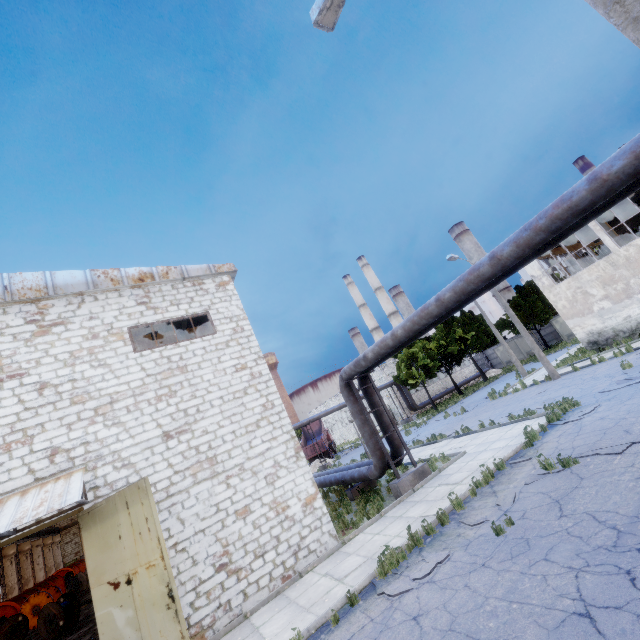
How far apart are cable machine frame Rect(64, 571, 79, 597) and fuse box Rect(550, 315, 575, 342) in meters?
51.5

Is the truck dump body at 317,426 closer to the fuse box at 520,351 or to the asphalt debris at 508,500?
the fuse box at 520,351

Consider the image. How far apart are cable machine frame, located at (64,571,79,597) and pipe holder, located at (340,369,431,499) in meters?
21.7 m

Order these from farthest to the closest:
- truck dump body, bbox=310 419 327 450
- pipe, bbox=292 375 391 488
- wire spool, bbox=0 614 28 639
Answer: truck dump body, bbox=310 419 327 450 < wire spool, bbox=0 614 28 639 < pipe, bbox=292 375 391 488

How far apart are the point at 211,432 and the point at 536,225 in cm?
1075

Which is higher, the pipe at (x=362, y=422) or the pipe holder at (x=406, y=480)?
the pipe at (x=362, y=422)

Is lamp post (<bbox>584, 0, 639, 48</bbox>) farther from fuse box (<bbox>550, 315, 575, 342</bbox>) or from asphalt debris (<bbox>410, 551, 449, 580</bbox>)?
fuse box (<bbox>550, 315, 575, 342</bbox>)

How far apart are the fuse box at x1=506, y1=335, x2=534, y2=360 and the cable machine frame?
50.8m
